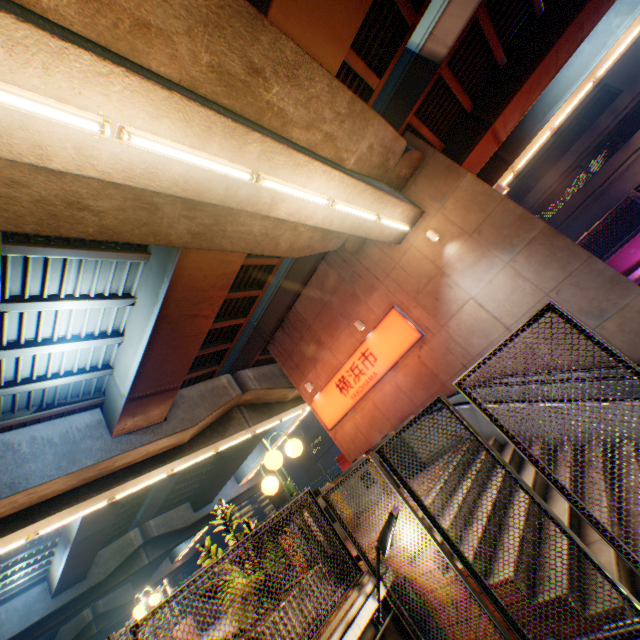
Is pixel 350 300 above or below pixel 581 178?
below

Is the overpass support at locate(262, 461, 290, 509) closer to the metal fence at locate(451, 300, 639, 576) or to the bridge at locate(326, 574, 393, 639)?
the metal fence at locate(451, 300, 639, 576)

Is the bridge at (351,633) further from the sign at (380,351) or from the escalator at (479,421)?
the sign at (380,351)

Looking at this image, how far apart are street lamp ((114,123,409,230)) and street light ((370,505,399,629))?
5.7 meters

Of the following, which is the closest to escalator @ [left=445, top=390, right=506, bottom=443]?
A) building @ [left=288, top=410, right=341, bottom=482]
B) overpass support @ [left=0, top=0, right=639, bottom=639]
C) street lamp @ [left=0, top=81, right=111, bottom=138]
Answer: overpass support @ [left=0, top=0, right=639, bottom=639]

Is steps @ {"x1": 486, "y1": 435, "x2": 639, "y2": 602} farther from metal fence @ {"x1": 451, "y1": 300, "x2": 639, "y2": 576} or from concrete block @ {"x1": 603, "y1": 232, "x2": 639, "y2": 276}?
concrete block @ {"x1": 603, "y1": 232, "x2": 639, "y2": 276}

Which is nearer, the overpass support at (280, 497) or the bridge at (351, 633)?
the bridge at (351, 633)

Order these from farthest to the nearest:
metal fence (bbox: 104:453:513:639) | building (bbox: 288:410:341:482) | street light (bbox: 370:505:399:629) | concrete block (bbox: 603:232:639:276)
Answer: building (bbox: 288:410:341:482) < concrete block (bbox: 603:232:639:276) < street light (bbox: 370:505:399:629) < metal fence (bbox: 104:453:513:639)
